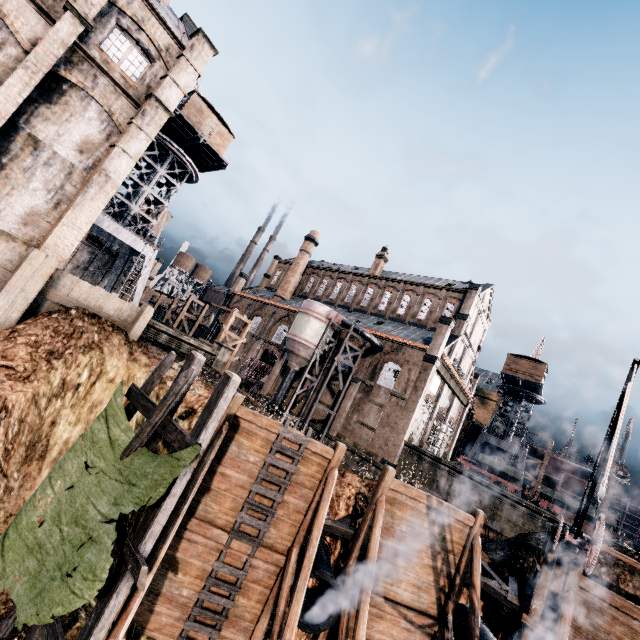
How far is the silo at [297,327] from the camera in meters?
34.0 m

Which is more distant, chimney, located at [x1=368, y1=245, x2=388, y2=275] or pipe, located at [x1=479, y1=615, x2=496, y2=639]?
chimney, located at [x1=368, y1=245, x2=388, y2=275]

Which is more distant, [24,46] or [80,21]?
[80,21]

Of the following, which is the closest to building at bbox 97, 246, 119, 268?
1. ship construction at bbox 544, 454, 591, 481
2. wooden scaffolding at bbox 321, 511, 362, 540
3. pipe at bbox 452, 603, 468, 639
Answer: wooden scaffolding at bbox 321, 511, 362, 540

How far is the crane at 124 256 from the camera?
31.78m

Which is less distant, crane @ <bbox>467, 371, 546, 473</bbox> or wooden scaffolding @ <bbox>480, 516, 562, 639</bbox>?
wooden scaffolding @ <bbox>480, 516, 562, 639</bbox>

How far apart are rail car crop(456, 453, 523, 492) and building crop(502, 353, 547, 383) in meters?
12.8 m

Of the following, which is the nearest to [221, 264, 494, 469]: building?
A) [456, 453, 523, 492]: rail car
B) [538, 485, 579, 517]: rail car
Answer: [456, 453, 523, 492]: rail car
